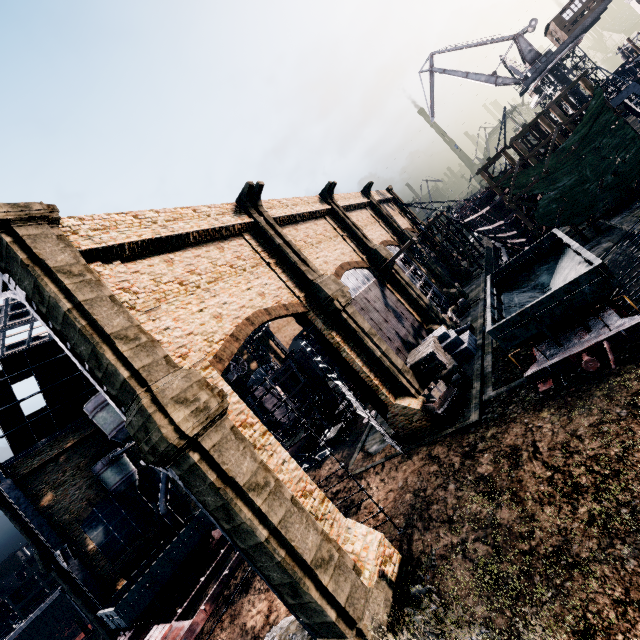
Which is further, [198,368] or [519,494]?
[198,368]

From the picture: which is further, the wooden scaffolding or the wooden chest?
the wooden scaffolding

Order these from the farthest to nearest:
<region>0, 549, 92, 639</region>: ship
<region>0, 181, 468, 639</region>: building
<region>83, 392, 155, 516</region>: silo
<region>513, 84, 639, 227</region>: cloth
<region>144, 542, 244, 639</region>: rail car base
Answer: <region>0, 549, 92, 639</region>: ship, <region>83, 392, 155, 516</region>: silo, <region>513, 84, 639, 227</region>: cloth, <region>144, 542, 244, 639</region>: rail car base, <region>0, 181, 468, 639</region>: building

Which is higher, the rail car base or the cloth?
the cloth

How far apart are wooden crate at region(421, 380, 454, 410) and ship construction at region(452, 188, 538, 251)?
25.3m

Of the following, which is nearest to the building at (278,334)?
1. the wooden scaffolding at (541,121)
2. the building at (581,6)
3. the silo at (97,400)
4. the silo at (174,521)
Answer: the silo at (97,400)

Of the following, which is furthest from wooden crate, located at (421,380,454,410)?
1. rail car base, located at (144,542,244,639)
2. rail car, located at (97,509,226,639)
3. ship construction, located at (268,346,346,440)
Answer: rail car, located at (97,509,226,639)

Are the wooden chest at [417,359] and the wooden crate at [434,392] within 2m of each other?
yes
